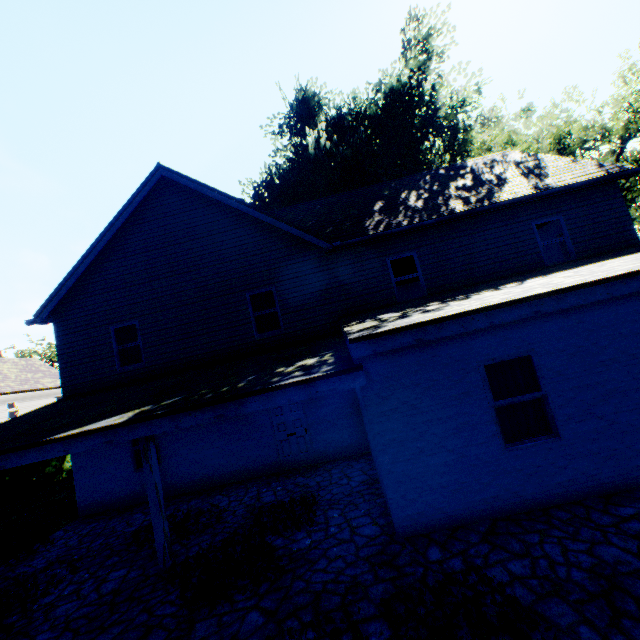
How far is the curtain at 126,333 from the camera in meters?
11.6

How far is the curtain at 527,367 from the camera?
5.8m

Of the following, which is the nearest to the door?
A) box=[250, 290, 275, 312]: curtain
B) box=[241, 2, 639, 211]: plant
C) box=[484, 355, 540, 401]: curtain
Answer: box=[250, 290, 275, 312]: curtain

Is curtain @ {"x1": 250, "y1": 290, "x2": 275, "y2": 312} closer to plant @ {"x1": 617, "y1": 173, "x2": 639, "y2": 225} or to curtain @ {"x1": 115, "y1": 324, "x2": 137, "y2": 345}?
curtain @ {"x1": 115, "y1": 324, "x2": 137, "y2": 345}

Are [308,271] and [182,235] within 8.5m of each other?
yes

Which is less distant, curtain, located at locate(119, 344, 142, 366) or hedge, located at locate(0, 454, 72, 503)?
curtain, located at locate(119, 344, 142, 366)

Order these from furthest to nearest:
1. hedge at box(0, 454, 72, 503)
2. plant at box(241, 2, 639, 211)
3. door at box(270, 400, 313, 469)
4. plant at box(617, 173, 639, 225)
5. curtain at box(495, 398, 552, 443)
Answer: plant at box(241, 2, 639, 211) < plant at box(617, 173, 639, 225) < hedge at box(0, 454, 72, 503) < door at box(270, 400, 313, 469) < curtain at box(495, 398, 552, 443)

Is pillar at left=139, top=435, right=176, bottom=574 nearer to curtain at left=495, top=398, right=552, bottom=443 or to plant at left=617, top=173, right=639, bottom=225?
curtain at left=495, top=398, right=552, bottom=443
